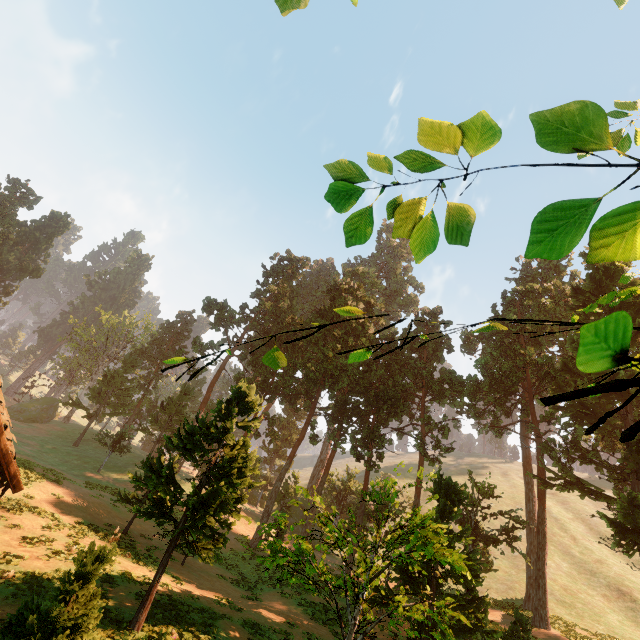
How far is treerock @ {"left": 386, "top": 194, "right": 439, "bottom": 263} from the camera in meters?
1.7

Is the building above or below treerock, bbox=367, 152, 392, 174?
below

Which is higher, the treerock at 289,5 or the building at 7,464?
the treerock at 289,5

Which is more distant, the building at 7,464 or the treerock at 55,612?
Result: the building at 7,464

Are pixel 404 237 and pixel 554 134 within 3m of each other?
yes

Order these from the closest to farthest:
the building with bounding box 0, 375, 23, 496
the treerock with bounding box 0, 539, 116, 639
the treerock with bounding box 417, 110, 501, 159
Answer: the treerock with bounding box 417, 110, 501, 159 → the treerock with bounding box 0, 539, 116, 639 → the building with bounding box 0, 375, 23, 496
